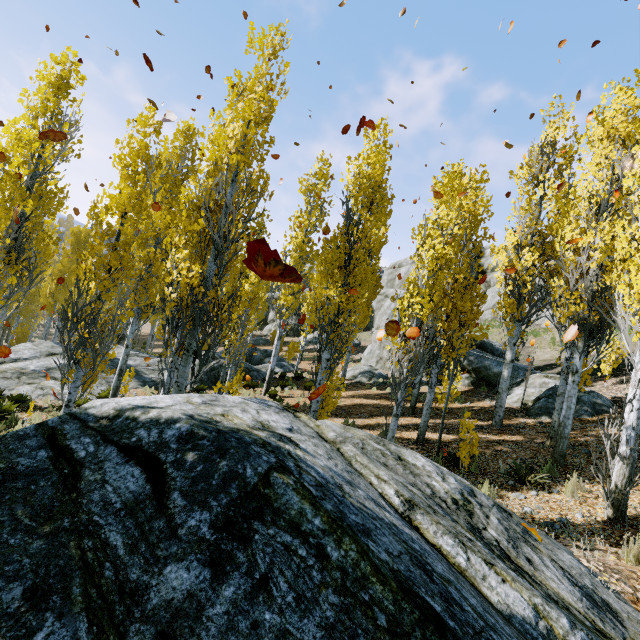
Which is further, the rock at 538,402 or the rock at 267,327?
the rock at 267,327

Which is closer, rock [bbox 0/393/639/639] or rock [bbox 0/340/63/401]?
rock [bbox 0/393/639/639]

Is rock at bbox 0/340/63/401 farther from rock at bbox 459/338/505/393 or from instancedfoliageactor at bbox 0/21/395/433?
rock at bbox 459/338/505/393

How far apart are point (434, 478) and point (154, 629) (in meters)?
3.28

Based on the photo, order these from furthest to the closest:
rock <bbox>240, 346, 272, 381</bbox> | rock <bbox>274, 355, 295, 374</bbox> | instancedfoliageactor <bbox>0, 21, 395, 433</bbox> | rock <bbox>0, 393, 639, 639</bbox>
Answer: rock <bbox>274, 355, 295, 374</bbox> → rock <bbox>240, 346, 272, 381</bbox> → instancedfoliageactor <bbox>0, 21, 395, 433</bbox> → rock <bbox>0, 393, 639, 639</bbox>

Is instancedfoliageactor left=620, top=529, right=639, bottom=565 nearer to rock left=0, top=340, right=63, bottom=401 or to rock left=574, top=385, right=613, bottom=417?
rock left=0, top=340, right=63, bottom=401

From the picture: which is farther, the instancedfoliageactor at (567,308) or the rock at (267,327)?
the rock at (267,327)

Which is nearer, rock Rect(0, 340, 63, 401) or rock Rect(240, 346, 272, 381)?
rock Rect(0, 340, 63, 401)
